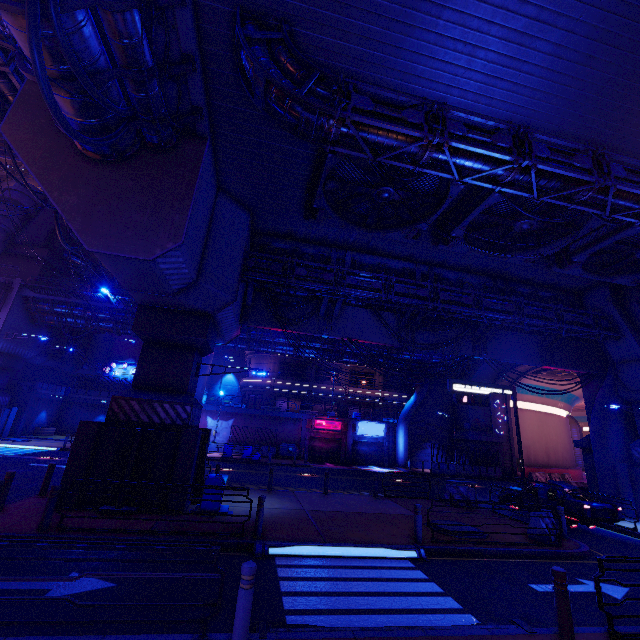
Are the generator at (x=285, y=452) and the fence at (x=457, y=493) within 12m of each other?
no

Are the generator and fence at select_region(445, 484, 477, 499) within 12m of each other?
no

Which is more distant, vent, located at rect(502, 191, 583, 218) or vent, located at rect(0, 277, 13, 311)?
vent, located at rect(0, 277, 13, 311)

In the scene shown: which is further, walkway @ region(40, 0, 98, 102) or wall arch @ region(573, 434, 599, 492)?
wall arch @ region(573, 434, 599, 492)

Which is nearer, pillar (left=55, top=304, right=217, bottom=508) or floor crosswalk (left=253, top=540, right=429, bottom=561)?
floor crosswalk (left=253, top=540, right=429, bottom=561)

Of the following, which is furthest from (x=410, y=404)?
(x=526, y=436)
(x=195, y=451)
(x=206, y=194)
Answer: (x=206, y=194)

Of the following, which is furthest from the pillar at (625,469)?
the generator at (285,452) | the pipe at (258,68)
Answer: the generator at (285,452)

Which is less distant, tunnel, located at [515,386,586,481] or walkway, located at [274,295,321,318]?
walkway, located at [274,295,321,318]
